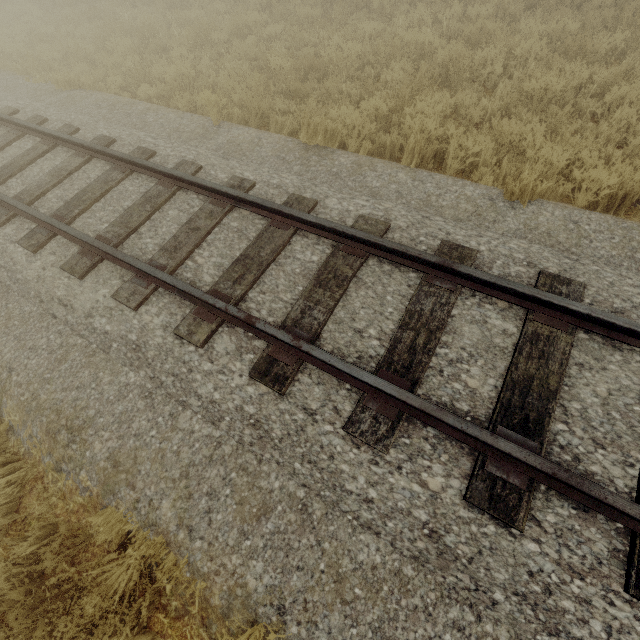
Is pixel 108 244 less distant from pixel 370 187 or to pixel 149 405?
pixel 149 405
